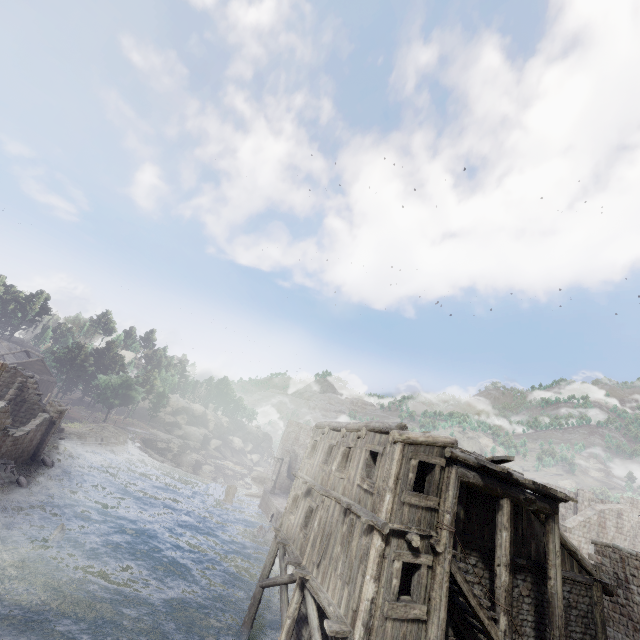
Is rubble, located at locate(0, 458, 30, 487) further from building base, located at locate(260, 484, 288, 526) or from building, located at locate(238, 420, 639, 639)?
building base, located at locate(260, 484, 288, 526)

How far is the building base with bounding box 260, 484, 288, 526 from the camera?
35.4m

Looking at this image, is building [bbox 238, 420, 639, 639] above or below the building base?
above

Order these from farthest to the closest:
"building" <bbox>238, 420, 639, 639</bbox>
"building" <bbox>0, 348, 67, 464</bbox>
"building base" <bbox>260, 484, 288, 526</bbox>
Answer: "building base" <bbox>260, 484, 288, 526</bbox> < "building" <bbox>0, 348, 67, 464</bbox> < "building" <bbox>238, 420, 639, 639</bbox>

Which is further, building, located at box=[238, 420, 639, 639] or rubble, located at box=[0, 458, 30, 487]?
rubble, located at box=[0, 458, 30, 487]

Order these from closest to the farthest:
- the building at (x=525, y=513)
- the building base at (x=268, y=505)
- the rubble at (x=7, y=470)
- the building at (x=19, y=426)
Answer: the building at (x=525, y=513) < the rubble at (x=7, y=470) < the building at (x=19, y=426) < the building base at (x=268, y=505)

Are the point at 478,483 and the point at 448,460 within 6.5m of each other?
yes

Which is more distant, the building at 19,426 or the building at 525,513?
the building at 19,426
